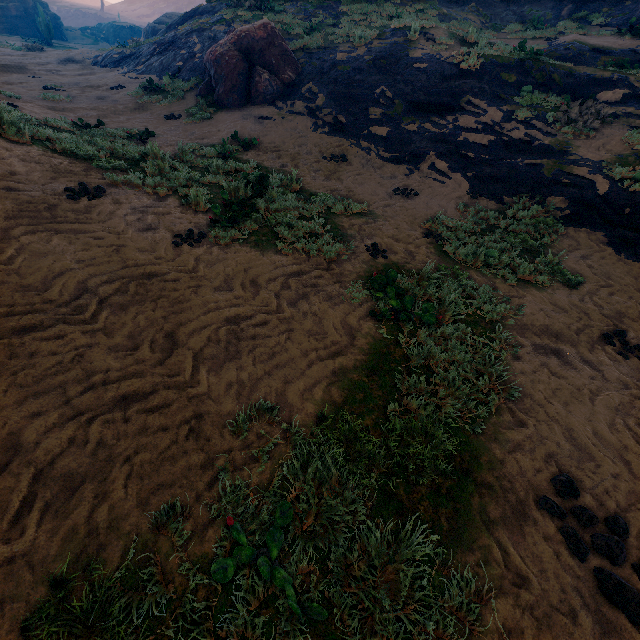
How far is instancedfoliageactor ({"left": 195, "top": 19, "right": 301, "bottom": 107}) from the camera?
12.30m

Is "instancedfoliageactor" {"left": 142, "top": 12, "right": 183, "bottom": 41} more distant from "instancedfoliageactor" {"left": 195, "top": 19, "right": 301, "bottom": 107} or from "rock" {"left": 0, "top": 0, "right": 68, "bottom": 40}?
"instancedfoliageactor" {"left": 195, "top": 19, "right": 301, "bottom": 107}

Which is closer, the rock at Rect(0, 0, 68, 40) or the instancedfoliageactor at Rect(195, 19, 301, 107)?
the instancedfoliageactor at Rect(195, 19, 301, 107)

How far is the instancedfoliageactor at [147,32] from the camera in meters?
32.2 m

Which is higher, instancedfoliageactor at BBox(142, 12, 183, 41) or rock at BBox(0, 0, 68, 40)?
instancedfoliageactor at BBox(142, 12, 183, 41)

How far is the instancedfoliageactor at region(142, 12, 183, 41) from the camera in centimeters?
3225cm

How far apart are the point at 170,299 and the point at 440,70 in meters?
12.8

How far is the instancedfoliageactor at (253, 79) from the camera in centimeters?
1230cm
